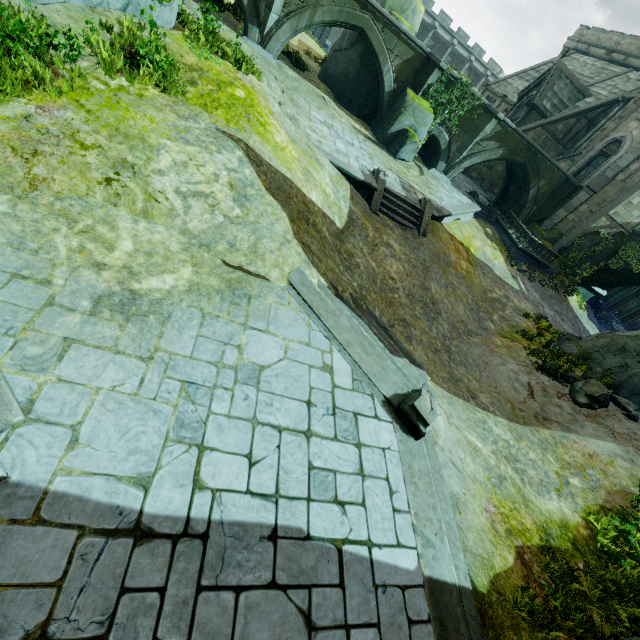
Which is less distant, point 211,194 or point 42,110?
point 42,110

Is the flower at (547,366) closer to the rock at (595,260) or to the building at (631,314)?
the building at (631,314)

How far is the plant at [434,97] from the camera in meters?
19.4

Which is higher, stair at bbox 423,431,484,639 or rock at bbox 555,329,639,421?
rock at bbox 555,329,639,421

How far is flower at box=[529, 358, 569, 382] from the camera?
12.3m

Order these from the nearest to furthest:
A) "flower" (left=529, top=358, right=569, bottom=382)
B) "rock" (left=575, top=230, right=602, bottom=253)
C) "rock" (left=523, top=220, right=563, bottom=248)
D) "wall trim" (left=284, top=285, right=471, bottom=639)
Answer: "wall trim" (left=284, top=285, right=471, bottom=639) → "flower" (left=529, top=358, right=569, bottom=382) → "rock" (left=575, top=230, right=602, bottom=253) → "rock" (left=523, top=220, right=563, bottom=248)

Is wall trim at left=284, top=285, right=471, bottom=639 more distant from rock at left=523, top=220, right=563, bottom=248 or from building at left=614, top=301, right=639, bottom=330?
rock at left=523, top=220, right=563, bottom=248

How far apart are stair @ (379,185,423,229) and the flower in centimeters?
794cm
